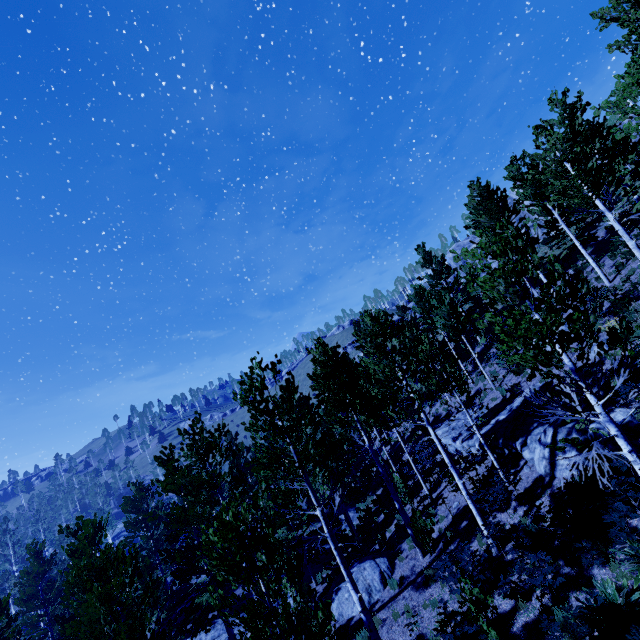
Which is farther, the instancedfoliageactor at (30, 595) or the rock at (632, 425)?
the rock at (632, 425)

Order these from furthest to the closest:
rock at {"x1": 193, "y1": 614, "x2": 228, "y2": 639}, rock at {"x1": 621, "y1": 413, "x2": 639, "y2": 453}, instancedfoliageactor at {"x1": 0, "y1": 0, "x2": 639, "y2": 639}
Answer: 1. rock at {"x1": 193, "y1": 614, "x2": 228, "y2": 639}
2. rock at {"x1": 621, "y1": 413, "x2": 639, "y2": 453}
3. instancedfoliageactor at {"x1": 0, "y1": 0, "x2": 639, "y2": 639}

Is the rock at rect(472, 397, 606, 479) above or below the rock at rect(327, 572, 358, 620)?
above

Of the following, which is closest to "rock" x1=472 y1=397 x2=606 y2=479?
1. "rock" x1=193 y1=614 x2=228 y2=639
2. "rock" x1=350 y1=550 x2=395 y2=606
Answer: "rock" x1=350 y1=550 x2=395 y2=606

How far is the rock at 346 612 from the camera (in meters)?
13.28

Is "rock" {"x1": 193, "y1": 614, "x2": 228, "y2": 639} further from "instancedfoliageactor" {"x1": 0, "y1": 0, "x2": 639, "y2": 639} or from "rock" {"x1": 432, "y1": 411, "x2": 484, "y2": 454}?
"rock" {"x1": 432, "y1": 411, "x2": 484, "y2": 454}

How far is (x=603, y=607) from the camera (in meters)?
5.84

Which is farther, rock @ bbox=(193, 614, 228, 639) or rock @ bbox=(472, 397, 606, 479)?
rock @ bbox=(193, 614, 228, 639)
